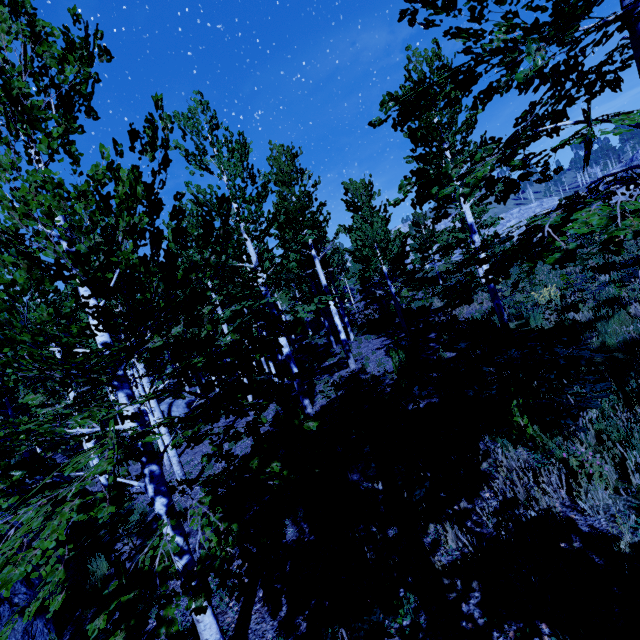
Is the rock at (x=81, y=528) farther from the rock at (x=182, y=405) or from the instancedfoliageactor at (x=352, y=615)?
the rock at (x=182, y=405)

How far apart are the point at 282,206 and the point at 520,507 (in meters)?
12.63

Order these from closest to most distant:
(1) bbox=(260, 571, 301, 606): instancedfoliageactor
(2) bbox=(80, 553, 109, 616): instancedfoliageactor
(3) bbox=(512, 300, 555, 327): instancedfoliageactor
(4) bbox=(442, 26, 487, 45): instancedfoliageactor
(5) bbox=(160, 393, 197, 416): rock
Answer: (1) bbox=(260, 571, 301, 606): instancedfoliageactor, (4) bbox=(442, 26, 487, 45): instancedfoliageactor, (2) bbox=(80, 553, 109, 616): instancedfoliageactor, (3) bbox=(512, 300, 555, 327): instancedfoliageactor, (5) bbox=(160, 393, 197, 416): rock

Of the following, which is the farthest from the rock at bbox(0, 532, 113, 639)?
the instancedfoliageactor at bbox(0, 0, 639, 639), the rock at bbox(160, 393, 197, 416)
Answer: the rock at bbox(160, 393, 197, 416)

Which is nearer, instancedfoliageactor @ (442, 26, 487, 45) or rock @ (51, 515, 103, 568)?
instancedfoliageactor @ (442, 26, 487, 45)

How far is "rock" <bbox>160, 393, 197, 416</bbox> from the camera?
20.88m
